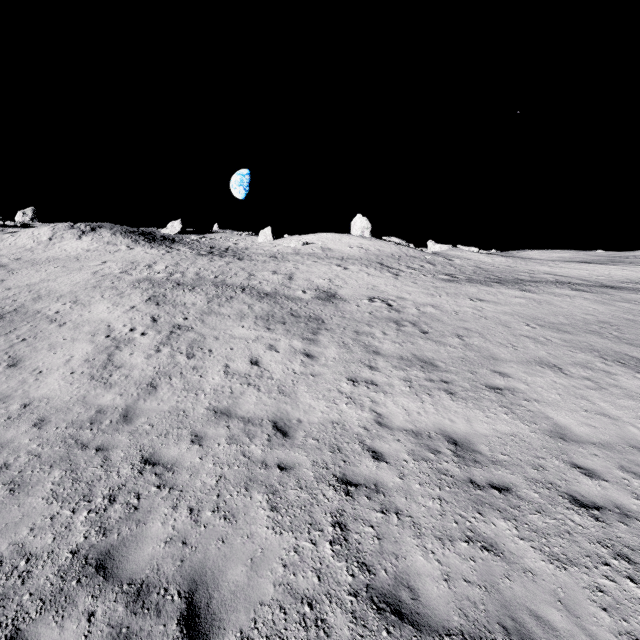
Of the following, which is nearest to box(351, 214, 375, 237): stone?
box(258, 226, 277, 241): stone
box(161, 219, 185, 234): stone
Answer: box(258, 226, 277, 241): stone

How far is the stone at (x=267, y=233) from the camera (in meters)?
50.75

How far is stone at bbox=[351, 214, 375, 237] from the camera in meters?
43.5 m

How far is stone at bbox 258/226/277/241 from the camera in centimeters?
5075cm

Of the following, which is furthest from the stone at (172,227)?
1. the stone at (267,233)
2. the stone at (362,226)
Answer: the stone at (362,226)

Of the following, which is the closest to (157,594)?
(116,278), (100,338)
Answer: (100,338)

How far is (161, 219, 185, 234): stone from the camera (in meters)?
51.20

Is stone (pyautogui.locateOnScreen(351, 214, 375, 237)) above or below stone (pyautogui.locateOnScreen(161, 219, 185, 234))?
below
